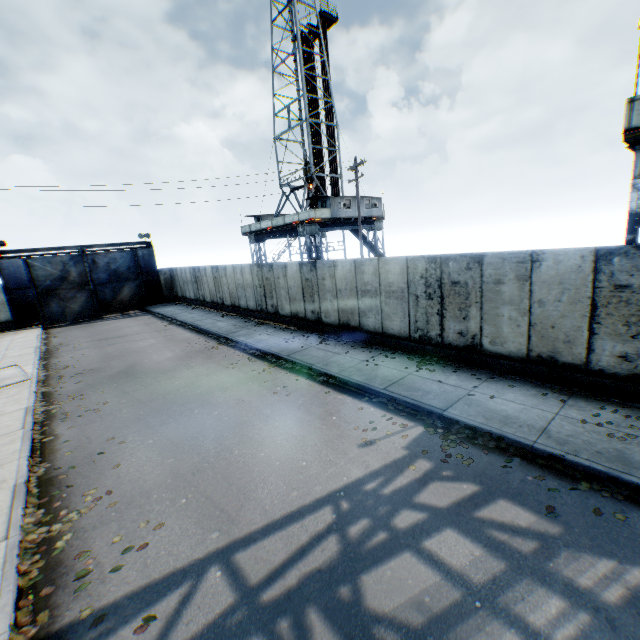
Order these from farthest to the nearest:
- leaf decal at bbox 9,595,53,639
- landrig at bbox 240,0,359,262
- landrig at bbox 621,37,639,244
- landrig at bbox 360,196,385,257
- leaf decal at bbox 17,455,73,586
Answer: landrig at bbox 360,196,385,257 < landrig at bbox 240,0,359,262 < landrig at bbox 621,37,639,244 < leaf decal at bbox 17,455,73,586 < leaf decal at bbox 9,595,53,639

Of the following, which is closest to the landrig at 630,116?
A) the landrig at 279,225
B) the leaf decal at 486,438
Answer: the leaf decal at 486,438

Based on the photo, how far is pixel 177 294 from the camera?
31.8m

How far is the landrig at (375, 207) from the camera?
30.4m

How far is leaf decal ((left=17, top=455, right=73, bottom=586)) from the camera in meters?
4.7 m

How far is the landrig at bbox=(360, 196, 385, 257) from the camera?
30.4m

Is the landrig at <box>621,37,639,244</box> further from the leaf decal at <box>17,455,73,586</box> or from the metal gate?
the metal gate

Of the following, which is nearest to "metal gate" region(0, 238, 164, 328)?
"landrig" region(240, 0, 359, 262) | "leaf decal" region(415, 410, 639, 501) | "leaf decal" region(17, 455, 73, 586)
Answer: "landrig" region(240, 0, 359, 262)
